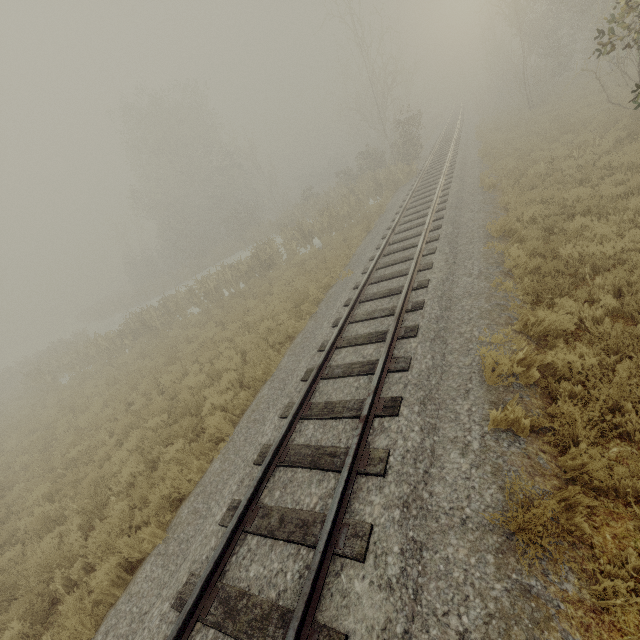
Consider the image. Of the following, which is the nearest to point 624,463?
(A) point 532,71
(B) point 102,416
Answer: (B) point 102,416
